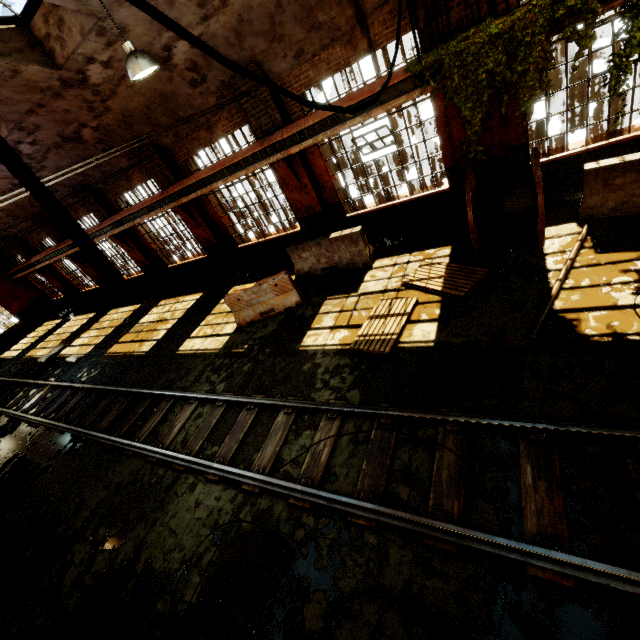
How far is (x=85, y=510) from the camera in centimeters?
664cm

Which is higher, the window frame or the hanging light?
the window frame

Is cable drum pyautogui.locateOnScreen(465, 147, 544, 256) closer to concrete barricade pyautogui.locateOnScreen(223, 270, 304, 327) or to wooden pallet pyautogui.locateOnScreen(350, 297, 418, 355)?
wooden pallet pyautogui.locateOnScreen(350, 297, 418, 355)

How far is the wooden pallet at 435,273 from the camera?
Answer: 6.71m

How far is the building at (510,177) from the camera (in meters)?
7.35

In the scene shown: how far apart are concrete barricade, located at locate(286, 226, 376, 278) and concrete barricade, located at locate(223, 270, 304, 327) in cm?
83

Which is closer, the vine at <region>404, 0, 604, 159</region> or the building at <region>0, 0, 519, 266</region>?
the vine at <region>404, 0, 604, 159</region>

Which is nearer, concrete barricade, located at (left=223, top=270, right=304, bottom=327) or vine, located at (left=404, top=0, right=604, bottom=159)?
vine, located at (left=404, top=0, right=604, bottom=159)
